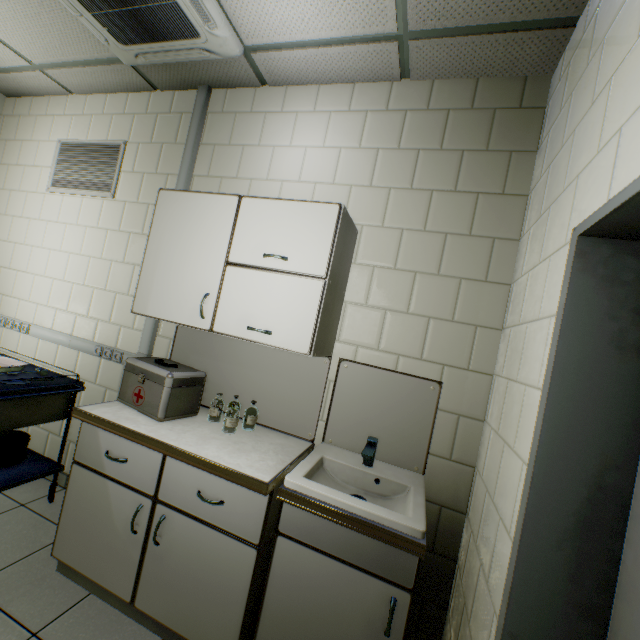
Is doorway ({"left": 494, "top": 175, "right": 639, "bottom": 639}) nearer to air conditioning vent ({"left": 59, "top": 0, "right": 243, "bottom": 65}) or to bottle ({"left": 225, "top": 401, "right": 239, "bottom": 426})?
bottle ({"left": 225, "top": 401, "right": 239, "bottom": 426})

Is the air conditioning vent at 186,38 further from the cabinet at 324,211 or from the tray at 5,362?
the tray at 5,362

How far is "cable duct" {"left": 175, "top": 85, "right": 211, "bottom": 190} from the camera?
2.4 meters

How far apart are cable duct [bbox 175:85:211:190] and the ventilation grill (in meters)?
0.65

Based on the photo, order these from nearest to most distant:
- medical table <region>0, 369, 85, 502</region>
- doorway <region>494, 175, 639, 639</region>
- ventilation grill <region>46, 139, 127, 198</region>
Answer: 1. doorway <region>494, 175, 639, 639</region>
2. medical table <region>0, 369, 85, 502</region>
3. ventilation grill <region>46, 139, 127, 198</region>

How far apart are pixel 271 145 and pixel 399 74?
0.9 meters

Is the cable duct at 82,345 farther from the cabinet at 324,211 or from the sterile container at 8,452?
the sterile container at 8,452

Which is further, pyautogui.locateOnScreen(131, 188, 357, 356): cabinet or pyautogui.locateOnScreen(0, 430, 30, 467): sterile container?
pyautogui.locateOnScreen(0, 430, 30, 467): sterile container
